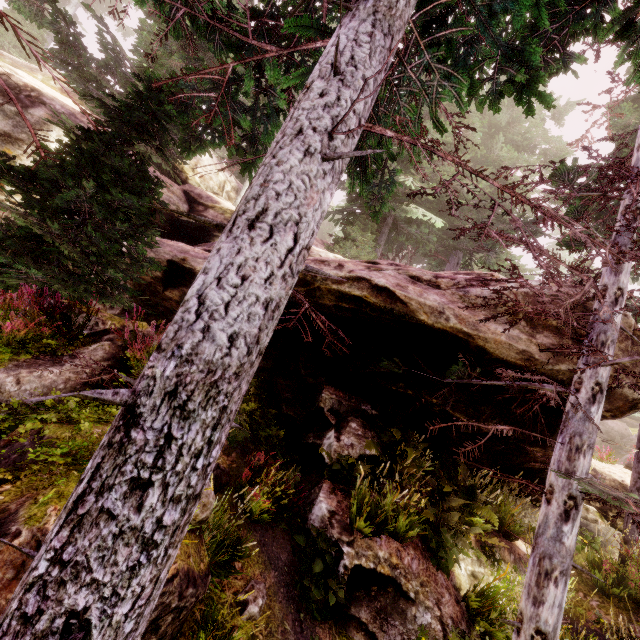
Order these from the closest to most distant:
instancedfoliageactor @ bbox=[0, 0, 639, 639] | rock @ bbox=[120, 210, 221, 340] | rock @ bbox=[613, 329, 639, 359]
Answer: instancedfoliageactor @ bbox=[0, 0, 639, 639] < rock @ bbox=[613, 329, 639, 359] < rock @ bbox=[120, 210, 221, 340]

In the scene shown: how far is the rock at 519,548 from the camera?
7.3 meters

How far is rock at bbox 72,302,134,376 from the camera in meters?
5.7

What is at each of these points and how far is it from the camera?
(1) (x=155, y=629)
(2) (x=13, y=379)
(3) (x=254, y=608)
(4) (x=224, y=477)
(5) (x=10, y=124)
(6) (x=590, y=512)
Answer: (1) rock, 3.10m
(2) rock, 4.79m
(3) instancedfoliageactor, 4.24m
(4) rock, 5.54m
(5) rock, 10.16m
(6) rock, 9.34m

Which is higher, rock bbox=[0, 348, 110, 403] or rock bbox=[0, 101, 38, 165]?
rock bbox=[0, 101, 38, 165]
